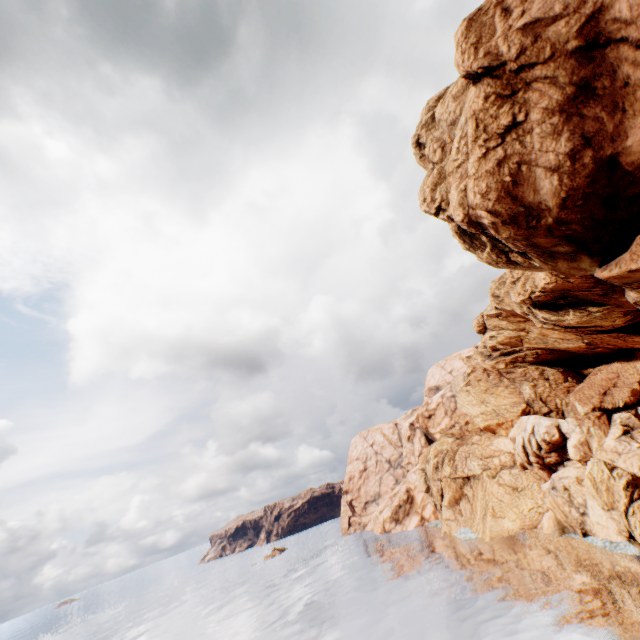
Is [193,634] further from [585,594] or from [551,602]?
[585,594]
